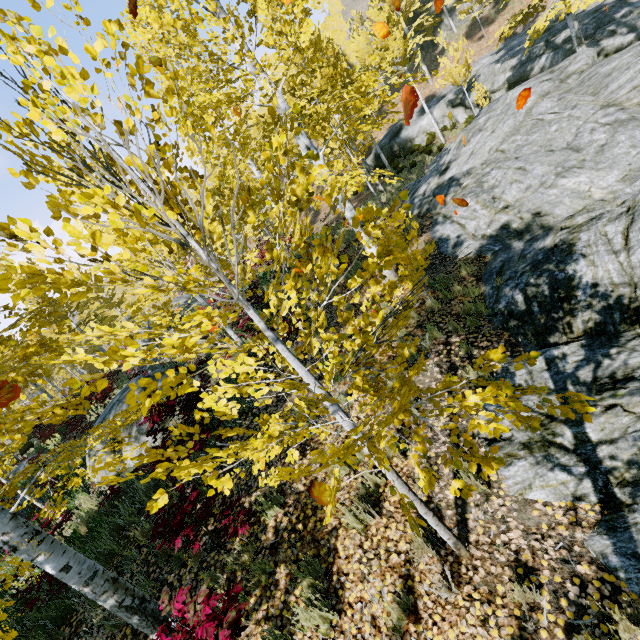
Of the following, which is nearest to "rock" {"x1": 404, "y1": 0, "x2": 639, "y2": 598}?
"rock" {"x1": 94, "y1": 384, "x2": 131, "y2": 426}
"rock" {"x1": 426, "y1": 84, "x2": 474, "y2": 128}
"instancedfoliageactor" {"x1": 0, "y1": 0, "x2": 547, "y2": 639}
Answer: "instancedfoliageactor" {"x1": 0, "y1": 0, "x2": 547, "y2": 639}

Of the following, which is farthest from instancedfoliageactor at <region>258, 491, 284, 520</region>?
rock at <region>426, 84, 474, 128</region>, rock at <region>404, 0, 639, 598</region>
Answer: rock at <region>426, 84, 474, 128</region>

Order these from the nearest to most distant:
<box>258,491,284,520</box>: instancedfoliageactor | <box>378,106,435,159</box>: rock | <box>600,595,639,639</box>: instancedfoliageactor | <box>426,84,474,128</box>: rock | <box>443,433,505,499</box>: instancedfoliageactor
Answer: <box>443,433,505,499</box>: instancedfoliageactor < <box>600,595,639,639</box>: instancedfoliageactor < <box>258,491,284,520</box>: instancedfoliageactor < <box>426,84,474,128</box>: rock < <box>378,106,435,159</box>: rock

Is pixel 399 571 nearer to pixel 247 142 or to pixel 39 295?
pixel 39 295

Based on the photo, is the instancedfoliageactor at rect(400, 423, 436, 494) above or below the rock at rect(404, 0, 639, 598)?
above

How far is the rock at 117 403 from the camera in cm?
888

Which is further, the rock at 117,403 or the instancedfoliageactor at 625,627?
the rock at 117,403
